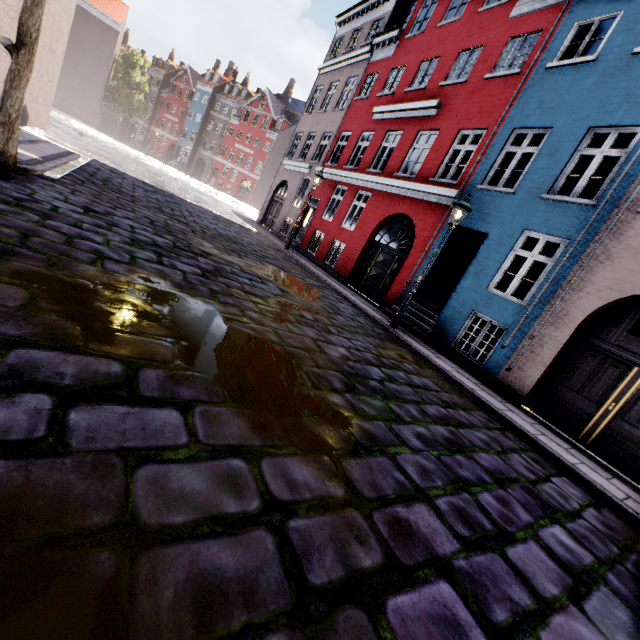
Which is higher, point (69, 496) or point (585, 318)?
point (585, 318)

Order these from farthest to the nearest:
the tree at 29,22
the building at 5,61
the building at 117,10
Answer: the building at 117,10 → the building at 5,61 → the tree at 29,22

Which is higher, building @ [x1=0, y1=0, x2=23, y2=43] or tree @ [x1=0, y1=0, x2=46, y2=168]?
building @ [x1=0, y1=0, x2=23, y2=43]

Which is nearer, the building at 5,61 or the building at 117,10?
the building at 5,61

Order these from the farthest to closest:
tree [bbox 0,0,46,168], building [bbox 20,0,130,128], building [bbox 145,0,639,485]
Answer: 1. building [bbox 20,0,130,128]
2. building [bbox 145,0,639,485]
3. tree [bbox 0,0,46,168]

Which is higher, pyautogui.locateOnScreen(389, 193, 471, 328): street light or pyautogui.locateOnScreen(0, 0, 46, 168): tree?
pyautogui.locateOnScreen(389, 193, 471, 328): street light

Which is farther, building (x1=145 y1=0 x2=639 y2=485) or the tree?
building (x1=145 y1=0 x2=639 y2=485)

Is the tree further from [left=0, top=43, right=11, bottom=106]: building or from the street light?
the street light
